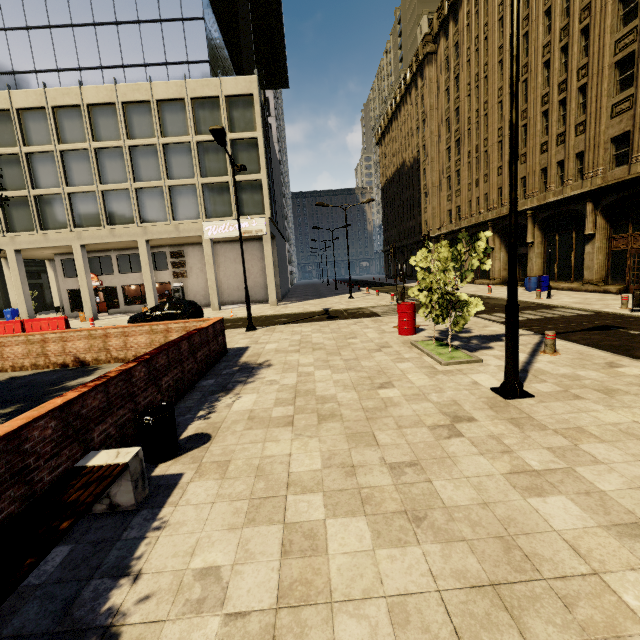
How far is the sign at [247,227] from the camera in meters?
24.9

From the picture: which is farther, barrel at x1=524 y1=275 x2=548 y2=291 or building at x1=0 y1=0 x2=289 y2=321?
building at x1=0 y1=0 x2=289 y2=321

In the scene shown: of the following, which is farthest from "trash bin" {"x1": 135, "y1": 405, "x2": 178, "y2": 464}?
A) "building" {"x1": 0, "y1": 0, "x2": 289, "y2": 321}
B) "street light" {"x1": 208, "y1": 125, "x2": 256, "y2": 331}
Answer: "building" {"x1": 0, "y1": 0, "x2": 289, "y2": 321}

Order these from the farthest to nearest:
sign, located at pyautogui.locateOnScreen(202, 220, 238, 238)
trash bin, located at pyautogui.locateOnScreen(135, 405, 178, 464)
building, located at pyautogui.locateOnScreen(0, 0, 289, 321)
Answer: sign, located at pyautogui.locateOnScreen(202, 220, 238, 238) < building, located at pyautogui.locateOnScreen(0, 0, 289, 321) < trash bin, located at pyautogui.locateOnScreen(135, 405, 178, 464)

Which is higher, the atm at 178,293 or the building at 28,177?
the building at 28,177

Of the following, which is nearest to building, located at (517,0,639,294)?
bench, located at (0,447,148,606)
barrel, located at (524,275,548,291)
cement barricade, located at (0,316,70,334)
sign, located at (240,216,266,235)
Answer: sign, located at (240,216,266,235)

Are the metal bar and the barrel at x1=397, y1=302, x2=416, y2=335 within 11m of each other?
yes

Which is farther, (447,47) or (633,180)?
(447,47)
